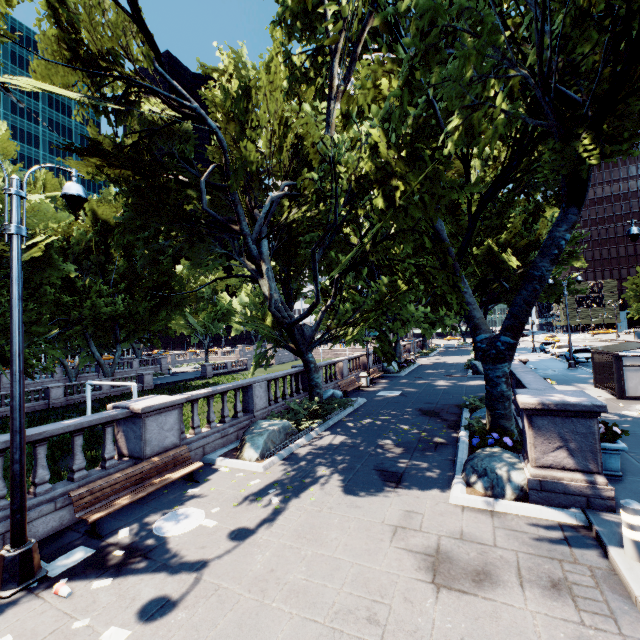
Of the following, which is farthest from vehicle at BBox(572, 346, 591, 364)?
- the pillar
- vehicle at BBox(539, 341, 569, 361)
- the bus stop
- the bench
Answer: the bench

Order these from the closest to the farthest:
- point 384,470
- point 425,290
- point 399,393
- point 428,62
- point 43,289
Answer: point 428,62
point 384,470
point 399,393
point 43,289
point 425,290

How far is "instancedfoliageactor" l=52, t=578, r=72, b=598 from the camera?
5.0m

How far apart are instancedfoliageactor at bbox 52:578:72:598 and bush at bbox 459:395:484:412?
13.4m

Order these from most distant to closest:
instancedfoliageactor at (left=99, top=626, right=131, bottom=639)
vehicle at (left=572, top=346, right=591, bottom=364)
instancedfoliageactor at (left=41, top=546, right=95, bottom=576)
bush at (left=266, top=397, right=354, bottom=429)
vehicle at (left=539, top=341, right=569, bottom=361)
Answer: vehicle at (left=539, top=341, right=569, bottom=361) → vehicle at (left=572, top=346, right=591, bottom=364) → bush at (left=266, top=397, right=354, bottom=429) → instancedfoliageactor at (left=41, top=546, right=95, bottom=576) → instancedfoliageactor at (left=99, top=626, right=131, bottom=639)

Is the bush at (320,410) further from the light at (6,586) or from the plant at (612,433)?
the plant at (612,433)

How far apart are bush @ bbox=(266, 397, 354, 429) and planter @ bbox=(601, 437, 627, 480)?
9.0 meters

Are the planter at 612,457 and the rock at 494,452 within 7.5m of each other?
yes
